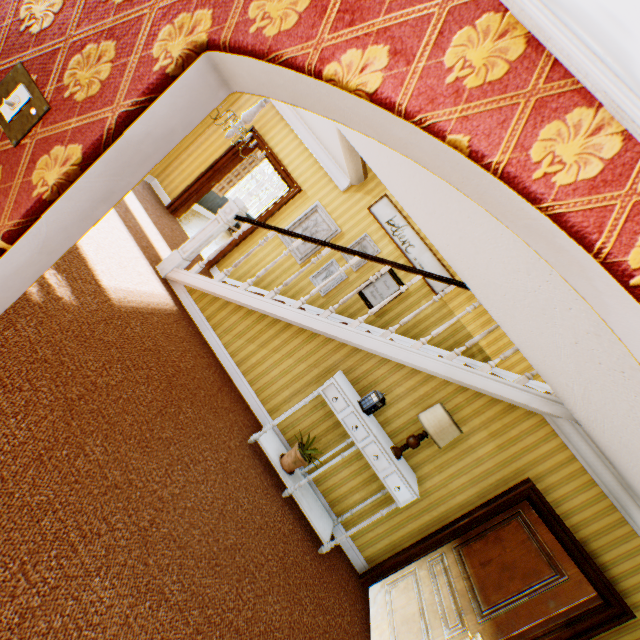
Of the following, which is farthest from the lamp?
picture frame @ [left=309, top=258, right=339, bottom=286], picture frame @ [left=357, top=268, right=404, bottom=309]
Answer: picture frame @ [left=309, top=258, right=339, bottom=286]

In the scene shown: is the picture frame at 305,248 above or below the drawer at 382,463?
above

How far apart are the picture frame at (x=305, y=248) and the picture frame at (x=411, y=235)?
0.6 meters

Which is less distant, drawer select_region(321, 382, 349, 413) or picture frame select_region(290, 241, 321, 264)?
drawer select_region(321, 382, 349, 413)

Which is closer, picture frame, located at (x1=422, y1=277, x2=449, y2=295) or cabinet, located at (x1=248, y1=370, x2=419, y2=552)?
cabinet, located at (x1=248, y1=370, x2=419, y2=552)

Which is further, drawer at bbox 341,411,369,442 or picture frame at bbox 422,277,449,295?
picture frame at bbox 422,277,449,295

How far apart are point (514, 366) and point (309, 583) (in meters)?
4.32

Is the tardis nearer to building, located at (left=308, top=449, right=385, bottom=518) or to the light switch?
building, located at (left=308, top=449, right=385, bottom=518)
